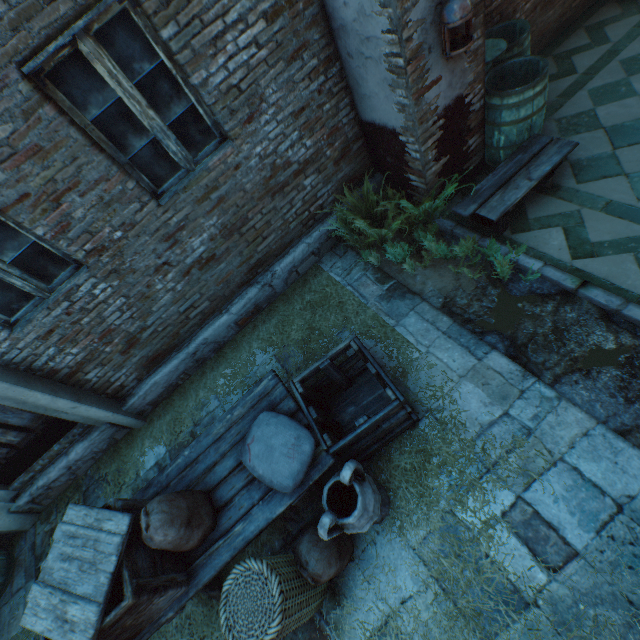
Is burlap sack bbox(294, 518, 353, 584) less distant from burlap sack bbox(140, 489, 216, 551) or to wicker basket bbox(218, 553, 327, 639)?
wicker basket bbox(218, 553, 327, 639)

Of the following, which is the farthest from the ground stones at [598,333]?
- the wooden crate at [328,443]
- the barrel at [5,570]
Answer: the barrel at [5,570]

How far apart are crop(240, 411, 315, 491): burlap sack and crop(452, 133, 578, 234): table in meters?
2.8

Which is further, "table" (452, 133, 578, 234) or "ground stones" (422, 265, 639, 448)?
"table" (452, 133, 578, 234)

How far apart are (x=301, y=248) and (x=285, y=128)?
1.5m

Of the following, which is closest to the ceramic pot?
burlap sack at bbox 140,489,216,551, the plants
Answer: burlap sack at bbox 140,489,216,551

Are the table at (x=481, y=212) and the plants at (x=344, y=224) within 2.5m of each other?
yes

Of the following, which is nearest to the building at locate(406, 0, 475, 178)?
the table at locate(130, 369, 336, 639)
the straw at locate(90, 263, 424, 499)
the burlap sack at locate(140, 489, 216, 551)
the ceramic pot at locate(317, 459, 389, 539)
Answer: the straw at locate(90, 263, 424, 499)
